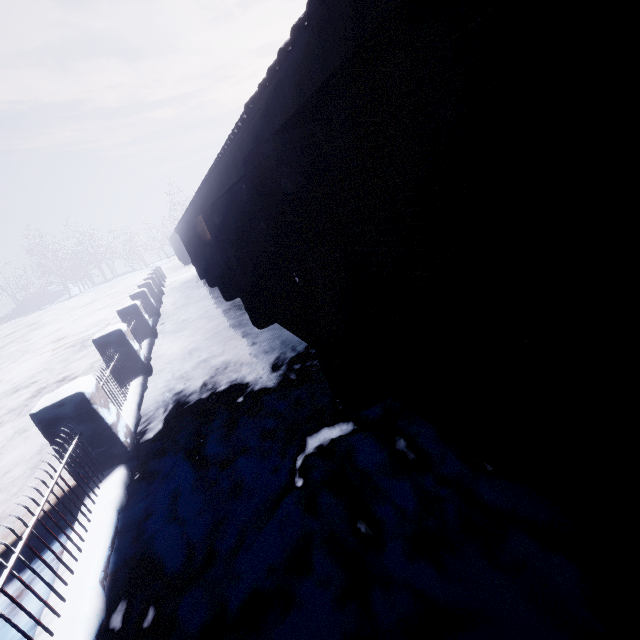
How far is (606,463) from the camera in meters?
1.2
